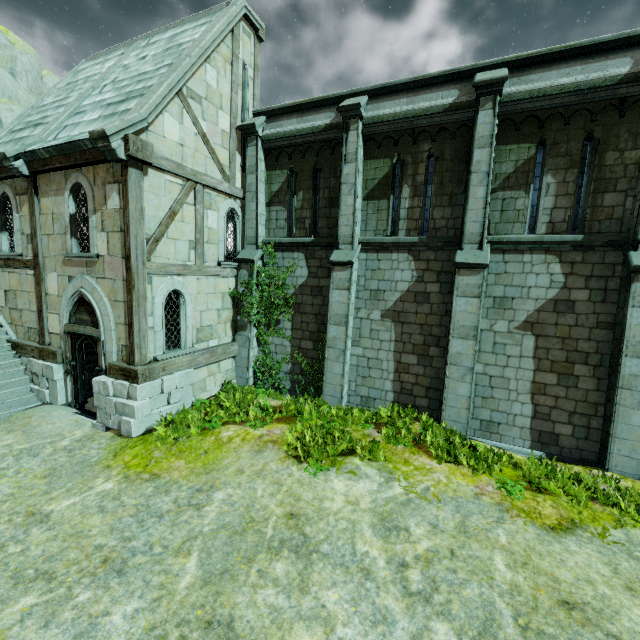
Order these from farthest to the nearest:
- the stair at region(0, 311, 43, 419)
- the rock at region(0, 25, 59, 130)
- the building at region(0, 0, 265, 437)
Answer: the rock at region(0, 25, 59, 130), the stair at region(0, 311, 43, 419), the building at region(0, 0, 265, 437)

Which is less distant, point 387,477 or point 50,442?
point 387,477

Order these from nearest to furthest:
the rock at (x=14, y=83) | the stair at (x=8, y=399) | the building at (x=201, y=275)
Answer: A:
the building at (x=201, y=275)
the stair at (x=8, y=399)
the rock at (x=14, y=83)

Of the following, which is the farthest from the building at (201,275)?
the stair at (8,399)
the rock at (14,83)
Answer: the rock at (14,83)

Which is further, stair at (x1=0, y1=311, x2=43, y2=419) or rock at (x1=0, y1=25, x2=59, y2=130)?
rock at (x1=0, y1=25, x2=59, y2=130)

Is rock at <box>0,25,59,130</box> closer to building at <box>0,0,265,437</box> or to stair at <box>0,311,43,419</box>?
stair at <box>0,311,43,419</box>

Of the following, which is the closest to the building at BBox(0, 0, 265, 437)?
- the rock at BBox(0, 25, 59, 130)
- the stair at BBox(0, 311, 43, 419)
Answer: the stair at BBox(0, 311, 43, 419)

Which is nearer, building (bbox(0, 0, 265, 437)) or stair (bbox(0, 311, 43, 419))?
building (bbox(0, 0, 265, 437))
